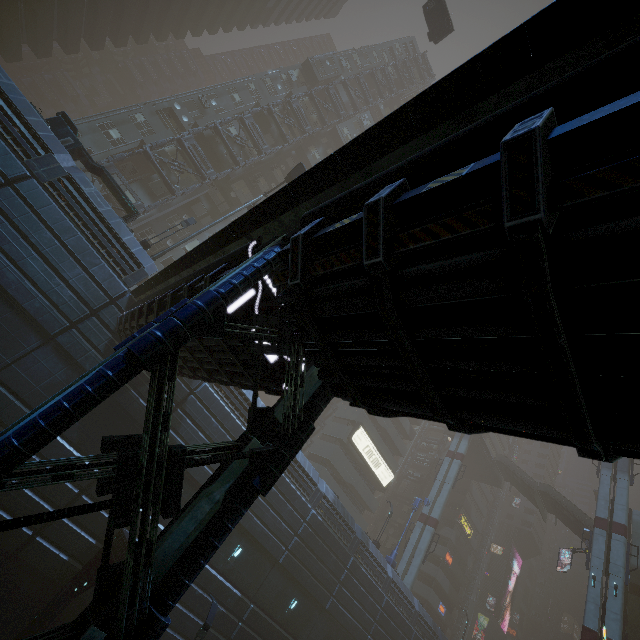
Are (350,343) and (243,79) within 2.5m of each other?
no

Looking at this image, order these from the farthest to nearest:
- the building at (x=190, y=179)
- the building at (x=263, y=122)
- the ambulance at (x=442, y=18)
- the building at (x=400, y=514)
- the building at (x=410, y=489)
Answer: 1. the building at (x=410, y=489)
2. the building at (x=400, y=514)
3. the building at (x=263, y=122)
4. the building at (x=190, y=179)
5. the ambulance at (x=442, y=18)

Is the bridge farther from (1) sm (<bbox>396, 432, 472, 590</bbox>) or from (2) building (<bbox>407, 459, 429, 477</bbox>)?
(1) sm (<bbox>396, 432, 472, 590</bbox>)

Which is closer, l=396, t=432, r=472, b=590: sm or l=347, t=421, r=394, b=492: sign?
l=396, t=432, r=472, b=590: sm

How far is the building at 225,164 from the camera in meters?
32.6 m

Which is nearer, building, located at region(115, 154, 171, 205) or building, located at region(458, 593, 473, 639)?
building, located at region(115, 154, 171, 205)

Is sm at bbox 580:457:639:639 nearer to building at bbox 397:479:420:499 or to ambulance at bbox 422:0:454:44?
building at bbox 397:479:420:499

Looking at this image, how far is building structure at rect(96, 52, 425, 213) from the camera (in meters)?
27.77
